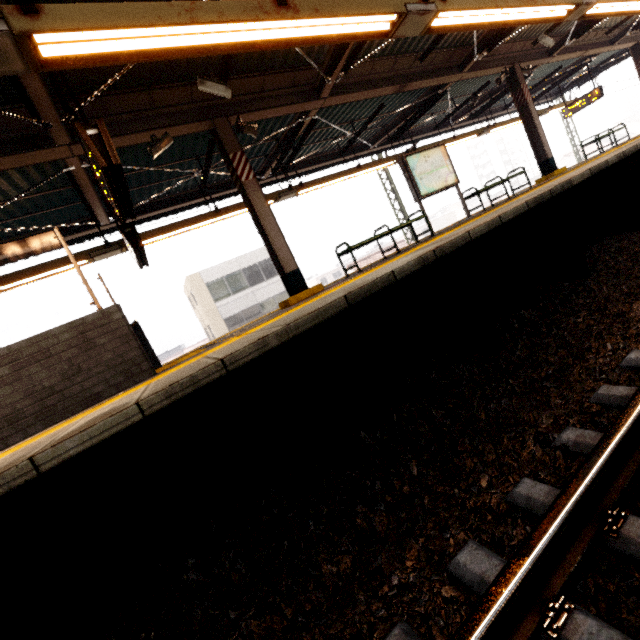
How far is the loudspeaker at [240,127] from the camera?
6.1m

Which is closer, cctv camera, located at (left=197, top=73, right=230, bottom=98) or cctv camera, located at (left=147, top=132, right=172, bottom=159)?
cctv camera, located at (left=197, top=73, right=230, bottom=98)

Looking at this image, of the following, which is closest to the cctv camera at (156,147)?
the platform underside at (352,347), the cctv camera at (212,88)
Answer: the cctv camera at (212,88)

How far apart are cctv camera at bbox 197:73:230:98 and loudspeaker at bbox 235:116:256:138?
0.97m

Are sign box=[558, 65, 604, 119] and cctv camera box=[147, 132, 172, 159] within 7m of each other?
no

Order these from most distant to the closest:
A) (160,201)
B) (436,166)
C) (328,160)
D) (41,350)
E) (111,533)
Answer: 1. (328,160)
2. (160,201)
3. (436,166)
4. (41,350)
5. (111,533)

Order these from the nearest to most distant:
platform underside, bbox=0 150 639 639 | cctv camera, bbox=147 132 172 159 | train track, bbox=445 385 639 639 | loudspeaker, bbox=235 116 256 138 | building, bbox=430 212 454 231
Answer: train track, bbox=445 385 639 639 < platform underside, bbox=0 150 639 639 < cctv camera, bbox=147 132 172 159 < loudspeaker, bbox=235 116 256 138 < building, bbox=430 212 454 231

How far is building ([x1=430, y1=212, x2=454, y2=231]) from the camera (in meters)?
58.00
